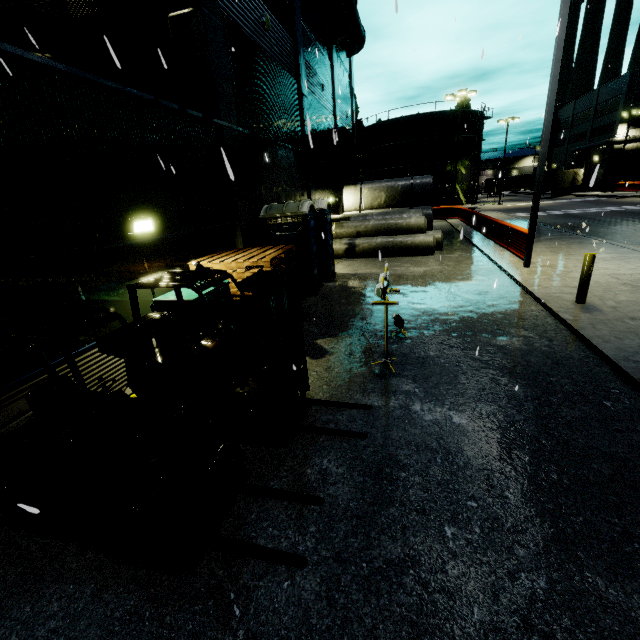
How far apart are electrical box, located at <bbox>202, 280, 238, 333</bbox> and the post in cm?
803

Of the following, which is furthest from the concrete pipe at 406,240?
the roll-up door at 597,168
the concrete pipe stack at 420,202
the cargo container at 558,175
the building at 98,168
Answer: the roll-up door at 597,168

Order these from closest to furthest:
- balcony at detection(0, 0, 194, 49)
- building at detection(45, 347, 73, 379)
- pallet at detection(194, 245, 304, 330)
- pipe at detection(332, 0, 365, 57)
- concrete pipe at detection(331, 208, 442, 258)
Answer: building at detection(45, 347, 73, 379) < pallet at detection(194, 245, 304, 330) < balcony at detection(0, 0, 194, 49) < concrete pipe at detection(331, 208, 442, 258) < pipe at detection(332, 0, 365, 57)

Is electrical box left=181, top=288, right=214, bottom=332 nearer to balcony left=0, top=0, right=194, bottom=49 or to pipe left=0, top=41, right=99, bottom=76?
pipe left=0, top=41, right=99, bottom=76

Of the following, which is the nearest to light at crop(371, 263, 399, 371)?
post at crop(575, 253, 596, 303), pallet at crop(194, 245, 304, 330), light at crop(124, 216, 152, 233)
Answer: pallet at crop(194, 245, 304, 330)

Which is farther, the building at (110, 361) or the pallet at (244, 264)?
the pallet at (244, 264)

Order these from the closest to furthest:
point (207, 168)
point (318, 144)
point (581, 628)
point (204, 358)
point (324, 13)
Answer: point (581, 628) → point (204, 358) → point (207, 168) → point (318, 144) → point (324, 13)

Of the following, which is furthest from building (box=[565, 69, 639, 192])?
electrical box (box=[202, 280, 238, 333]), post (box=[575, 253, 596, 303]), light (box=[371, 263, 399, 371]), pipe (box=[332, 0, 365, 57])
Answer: post (box=[575, 253, 596, 303])
